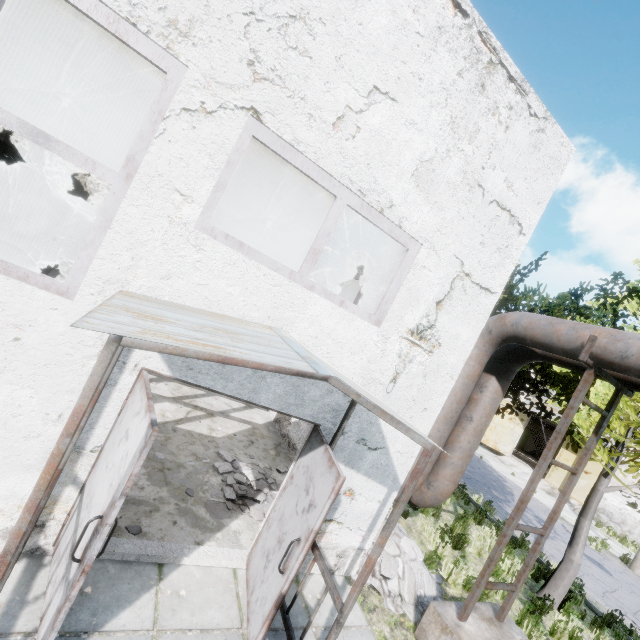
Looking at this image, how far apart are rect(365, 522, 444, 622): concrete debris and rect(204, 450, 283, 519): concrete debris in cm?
37

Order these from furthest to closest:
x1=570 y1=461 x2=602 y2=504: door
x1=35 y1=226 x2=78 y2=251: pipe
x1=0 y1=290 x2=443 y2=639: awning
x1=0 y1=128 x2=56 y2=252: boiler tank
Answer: x1=570 y1=461 x2=602 y2=504: door → x1=35 y1=226 x2=78 y2=251: pipe → x1=0 y1=128 x2=56 y2=252: boiler tank → x1=0 y1=290 x2=443 y2=639: awning

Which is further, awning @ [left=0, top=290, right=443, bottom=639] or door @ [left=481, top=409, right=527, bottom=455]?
door @ [left=481, top=409, right=527, bottom=455]

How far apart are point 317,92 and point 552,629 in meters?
10.3 m

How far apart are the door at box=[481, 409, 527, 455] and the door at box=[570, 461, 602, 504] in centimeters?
269cm

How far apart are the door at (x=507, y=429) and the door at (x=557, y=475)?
2.7 meters

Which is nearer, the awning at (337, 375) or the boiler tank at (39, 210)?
the awning at (337, 375)
